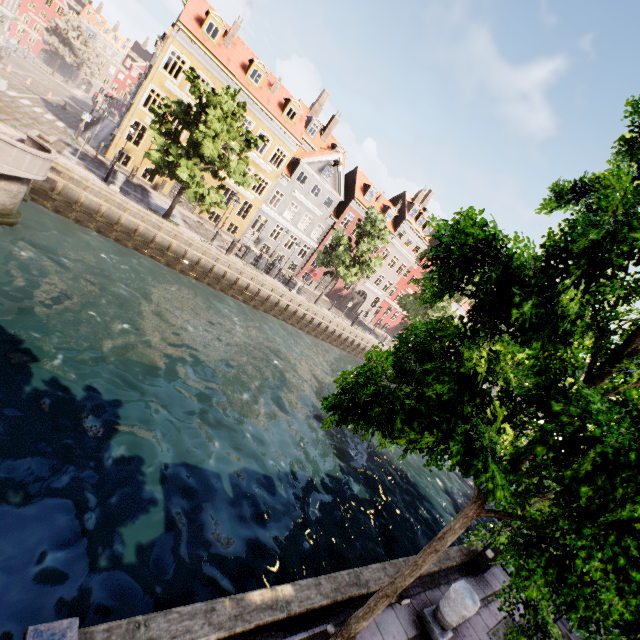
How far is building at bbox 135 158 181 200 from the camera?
25.7m

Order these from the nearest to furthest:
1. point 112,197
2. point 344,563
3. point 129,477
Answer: point 129,477, point 344,563, point 112,197

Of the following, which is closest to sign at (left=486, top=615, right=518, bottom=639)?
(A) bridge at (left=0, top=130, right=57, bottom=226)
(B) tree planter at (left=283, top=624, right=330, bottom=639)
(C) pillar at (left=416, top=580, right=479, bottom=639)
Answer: (C) pillar at (left=416, top=580, right=479, bottom=639)

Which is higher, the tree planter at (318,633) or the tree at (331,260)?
the tree at (331,260)

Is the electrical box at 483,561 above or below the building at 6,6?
below

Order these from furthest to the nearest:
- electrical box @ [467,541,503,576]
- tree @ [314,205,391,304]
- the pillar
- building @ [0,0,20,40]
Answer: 1. building @ [0,0,20,40]
2. tree @ [314,205,391,304]
3. electrical box @ [467,541,503,576]
4. the pillar

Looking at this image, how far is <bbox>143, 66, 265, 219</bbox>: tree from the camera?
17.3 meters
